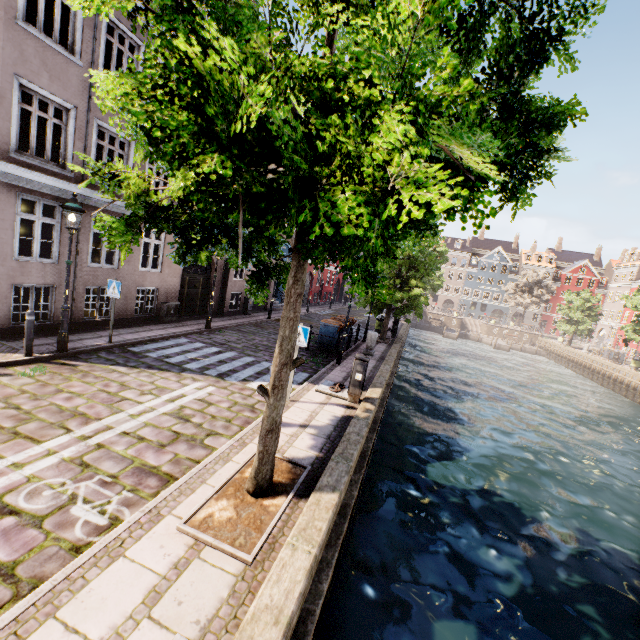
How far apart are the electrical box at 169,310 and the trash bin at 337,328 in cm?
631

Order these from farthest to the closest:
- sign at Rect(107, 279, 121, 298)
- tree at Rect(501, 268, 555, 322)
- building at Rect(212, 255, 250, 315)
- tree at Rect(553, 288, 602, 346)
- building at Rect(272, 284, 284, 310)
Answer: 1. tree at Rect(501, 268, 555, 322)
2. tree at Rect(553, 288, 602, 346)
3. building at Rect(272, 284, 284, 310)
4. building at Rect(212, 255, 250, 315)
5. sign at Rect(107, 279, 121, 298)

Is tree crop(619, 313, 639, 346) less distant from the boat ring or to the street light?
the street light

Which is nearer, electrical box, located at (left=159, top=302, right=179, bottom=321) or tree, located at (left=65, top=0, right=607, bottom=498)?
tree, located at (left=65, top=0, right=607, bottom=498)

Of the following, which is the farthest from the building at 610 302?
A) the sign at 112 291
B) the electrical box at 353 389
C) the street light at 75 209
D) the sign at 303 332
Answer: the electrical box at 353 389

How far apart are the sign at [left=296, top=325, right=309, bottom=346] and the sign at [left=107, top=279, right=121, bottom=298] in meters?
5.4

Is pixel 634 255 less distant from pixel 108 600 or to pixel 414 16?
pixel 414 16

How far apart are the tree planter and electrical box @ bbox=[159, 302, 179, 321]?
10.02m
